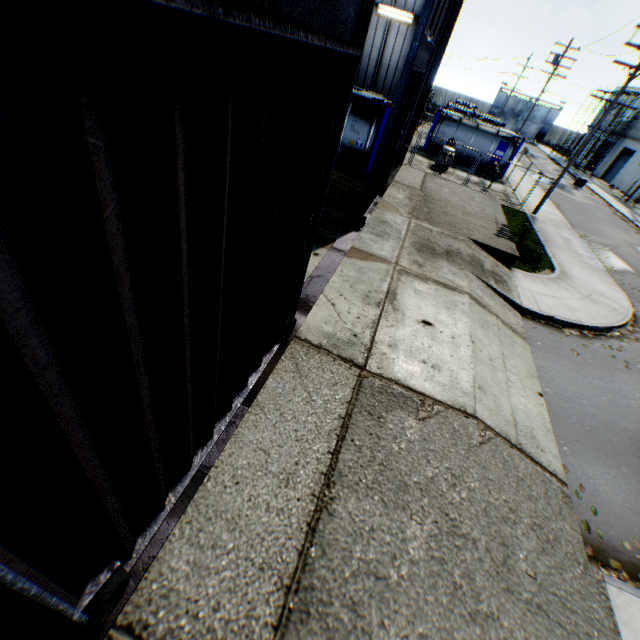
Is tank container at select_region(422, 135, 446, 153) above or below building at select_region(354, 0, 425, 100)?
below

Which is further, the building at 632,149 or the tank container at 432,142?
the building at 632,149

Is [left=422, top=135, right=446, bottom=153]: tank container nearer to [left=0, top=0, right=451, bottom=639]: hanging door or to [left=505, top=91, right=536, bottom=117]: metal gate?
[left=0, top=0, right=451, bottom=639]: hanging door

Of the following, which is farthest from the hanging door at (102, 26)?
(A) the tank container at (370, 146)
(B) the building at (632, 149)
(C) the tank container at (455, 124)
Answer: (B) the building at (632, 149)

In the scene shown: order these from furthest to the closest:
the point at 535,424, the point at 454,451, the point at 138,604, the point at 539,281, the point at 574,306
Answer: the point at 539,281
the point at 574,306
the point at 535,424
the point at 454,451
the point at 138,604

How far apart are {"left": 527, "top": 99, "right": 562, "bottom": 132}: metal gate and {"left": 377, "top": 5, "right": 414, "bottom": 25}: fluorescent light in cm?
6046

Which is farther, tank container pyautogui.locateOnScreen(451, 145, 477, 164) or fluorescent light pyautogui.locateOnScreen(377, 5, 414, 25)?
tank container pyautogui.locateOnScreen(451, 145, 477, 164)

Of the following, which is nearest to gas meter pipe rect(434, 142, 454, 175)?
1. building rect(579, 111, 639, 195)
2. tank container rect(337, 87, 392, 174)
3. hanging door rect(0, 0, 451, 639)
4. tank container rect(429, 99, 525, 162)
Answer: tank container rect(429, 99, 525, 162)
